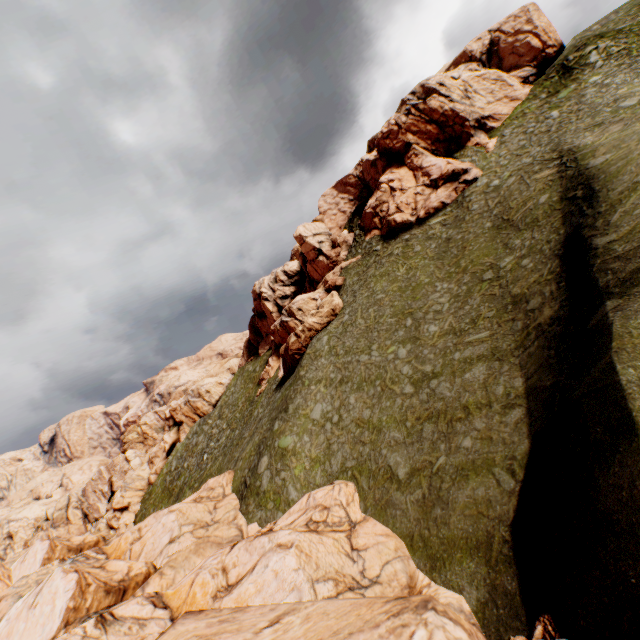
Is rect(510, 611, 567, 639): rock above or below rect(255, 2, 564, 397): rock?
below

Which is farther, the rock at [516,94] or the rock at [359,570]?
the rock at [516,94]

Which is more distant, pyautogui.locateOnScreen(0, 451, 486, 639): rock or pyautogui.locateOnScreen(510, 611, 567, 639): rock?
pyautogui.locateOnScreen(0, 451, 486, 639): rock

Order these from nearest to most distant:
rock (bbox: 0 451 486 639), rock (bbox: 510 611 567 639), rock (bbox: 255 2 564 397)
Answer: rock (bbox: 510 611 567 639) → rock (bbox: 0 451 486 639) → rock (bbox: 255 2 564 397)

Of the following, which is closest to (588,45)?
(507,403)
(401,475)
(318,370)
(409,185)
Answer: (409,185)

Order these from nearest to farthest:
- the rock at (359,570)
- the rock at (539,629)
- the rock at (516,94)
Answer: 1. the rock at (539,629)
2. the rock at (359,570)
3. the rock at (516,94)
